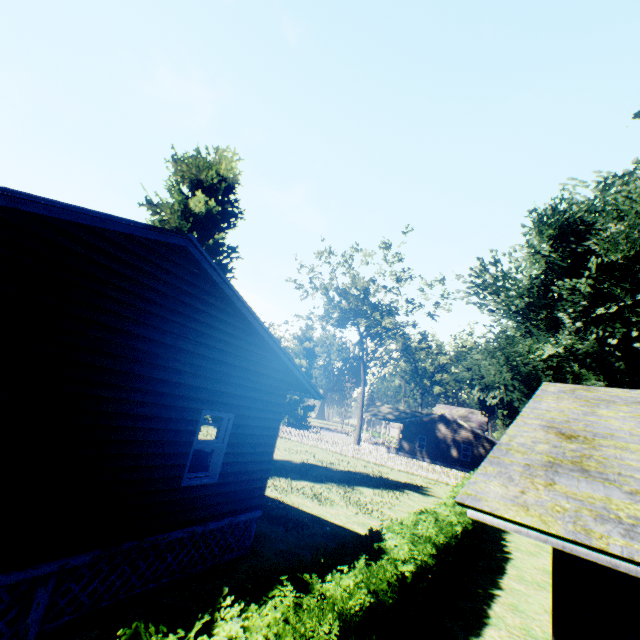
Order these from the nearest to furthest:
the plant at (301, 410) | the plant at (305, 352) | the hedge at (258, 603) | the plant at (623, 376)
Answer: the hedge at (258, 603), the plant at (623, 376), the plant at (301, 410), the plant at (305, 352)

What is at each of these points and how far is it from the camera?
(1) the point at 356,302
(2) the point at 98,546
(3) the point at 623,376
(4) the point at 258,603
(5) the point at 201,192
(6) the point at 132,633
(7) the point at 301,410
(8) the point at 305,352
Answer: (1) tree, 35.3 meters
(2) house, 5.5 meters
(3) plant, 19.3 meters
(4) hedge, 4.0 meters
(5) plant, 21.7 meters
(6) hedge, 3.0 meters
(7) plant, 44.1 meters
(8) plant, 47.0 meters

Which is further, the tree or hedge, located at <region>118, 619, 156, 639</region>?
the tree

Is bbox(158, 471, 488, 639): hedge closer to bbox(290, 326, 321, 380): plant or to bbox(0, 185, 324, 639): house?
bbox(0, 185, 324, 639): house

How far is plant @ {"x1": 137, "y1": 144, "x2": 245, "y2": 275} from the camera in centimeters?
2020cm

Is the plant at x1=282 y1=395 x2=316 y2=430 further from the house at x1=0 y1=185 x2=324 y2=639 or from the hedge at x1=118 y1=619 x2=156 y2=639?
the hedge at x1=118 y1=619 x2=156 y2=639

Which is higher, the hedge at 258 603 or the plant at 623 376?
the plant at 623 376
